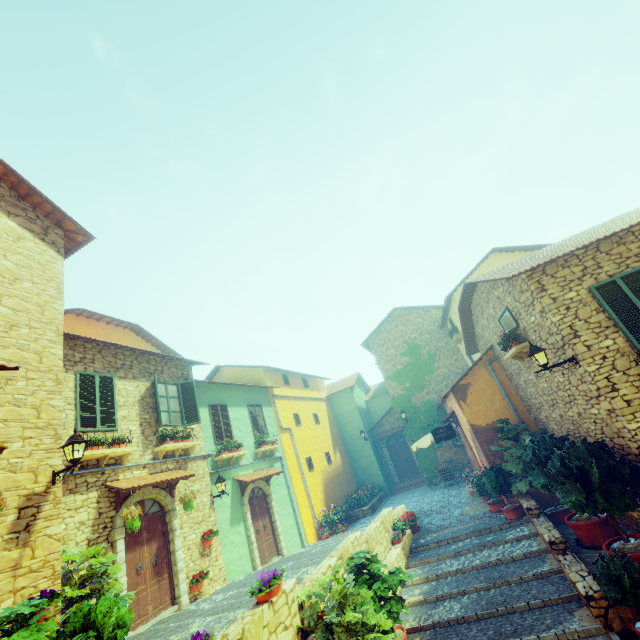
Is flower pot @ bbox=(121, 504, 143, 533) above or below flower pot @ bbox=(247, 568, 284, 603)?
above

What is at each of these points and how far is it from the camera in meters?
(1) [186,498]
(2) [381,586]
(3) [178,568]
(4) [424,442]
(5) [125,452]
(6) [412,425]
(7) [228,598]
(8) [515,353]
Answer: (1) flower pot, 9.4 m
(2) potted tree, 7.1 m
(3) stone doorway, 8.9 m
(4) table, 17.8 m
(5) window sill, 8.7 m
(6) vines, 20.4 m
(7) stair, 8.1 m
(8) window sill, 9.8 m

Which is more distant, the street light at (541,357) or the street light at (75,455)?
the street light at (541,357)

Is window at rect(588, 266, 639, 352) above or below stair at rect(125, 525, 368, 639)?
above

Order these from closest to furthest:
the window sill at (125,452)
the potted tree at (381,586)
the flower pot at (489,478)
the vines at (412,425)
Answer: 1. the flower pot at (489,478)
2. the potted tree at (381,586)
3. the window sill at (125,452)
4. the vines at (412,425)

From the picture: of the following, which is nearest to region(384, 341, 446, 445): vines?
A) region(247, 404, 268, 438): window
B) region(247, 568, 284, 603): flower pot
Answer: region(247, 404, 268, 438): window

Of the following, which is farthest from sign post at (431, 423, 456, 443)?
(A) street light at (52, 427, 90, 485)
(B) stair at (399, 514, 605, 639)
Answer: (A) street light at (52, 427, 90, 485)

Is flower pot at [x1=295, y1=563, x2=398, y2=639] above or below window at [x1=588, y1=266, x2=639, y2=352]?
below
